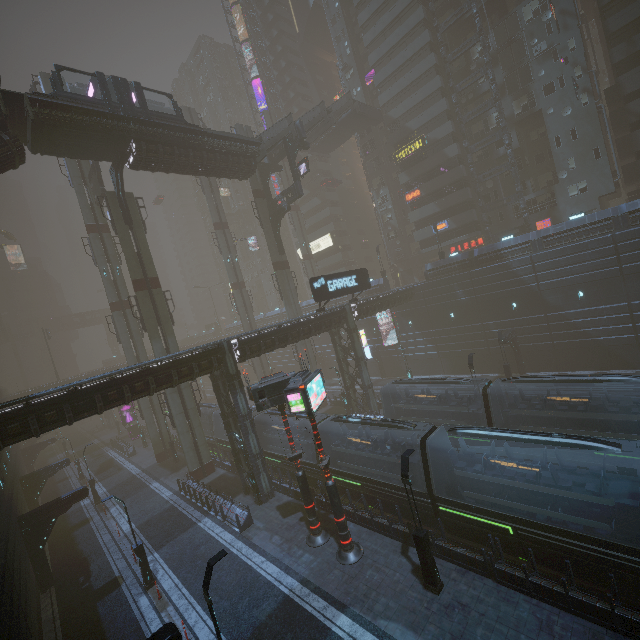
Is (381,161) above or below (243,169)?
above

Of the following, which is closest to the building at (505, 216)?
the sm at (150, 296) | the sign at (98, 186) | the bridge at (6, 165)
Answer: the sm at (150, 296)

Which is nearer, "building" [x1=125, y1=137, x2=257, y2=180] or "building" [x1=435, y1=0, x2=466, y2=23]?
"building" [x1=125, y1=137, x2=257, y2=180]

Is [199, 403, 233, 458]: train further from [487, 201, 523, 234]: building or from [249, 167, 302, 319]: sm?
[249, 167, 302, 319]: sm

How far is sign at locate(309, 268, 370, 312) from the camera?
25.8 meters

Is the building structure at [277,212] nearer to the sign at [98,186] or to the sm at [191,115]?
the sm at [191,115]

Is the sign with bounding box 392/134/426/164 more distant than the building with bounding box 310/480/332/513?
Yes

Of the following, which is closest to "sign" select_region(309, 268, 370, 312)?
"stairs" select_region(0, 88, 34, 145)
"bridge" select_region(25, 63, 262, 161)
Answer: "bridge" select_region(25, 63, 262, 161)
